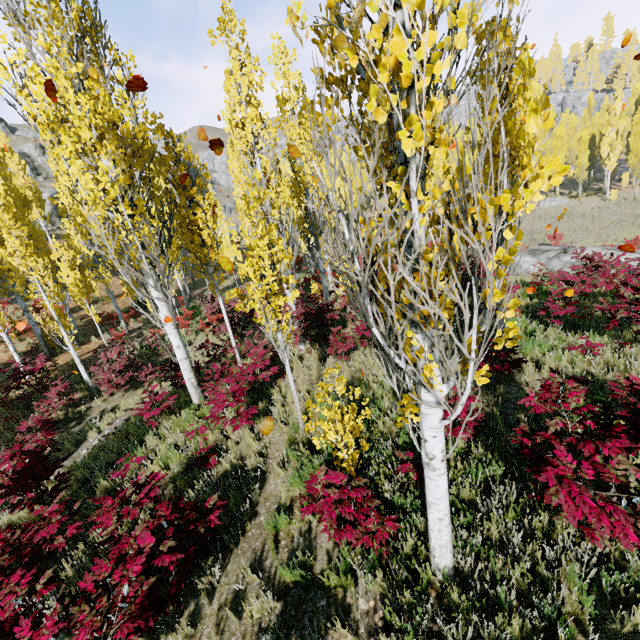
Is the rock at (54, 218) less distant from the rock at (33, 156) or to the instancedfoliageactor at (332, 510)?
the instancedfoliageactor at (332, 510)

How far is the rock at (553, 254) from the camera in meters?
14.8

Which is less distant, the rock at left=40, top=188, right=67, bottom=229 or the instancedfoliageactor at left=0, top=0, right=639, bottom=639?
the instancedfoliageactor at left=0, top=0, right=639, bottom=639

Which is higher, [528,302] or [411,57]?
[411,57]

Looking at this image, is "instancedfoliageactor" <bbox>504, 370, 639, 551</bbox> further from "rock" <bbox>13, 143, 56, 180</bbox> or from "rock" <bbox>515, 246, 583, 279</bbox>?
"rock" <bbox>13, 143, 56, 180</bbox>

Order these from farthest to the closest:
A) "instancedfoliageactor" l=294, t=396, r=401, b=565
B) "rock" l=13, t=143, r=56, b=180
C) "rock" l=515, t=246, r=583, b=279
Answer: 1. "rock" l=13, t=143, r=56, b=180
2. "rock" l=515, t=246, r=583, b=279
3. "instancedfoliageactor" l=294, t=396, r=401, b=565

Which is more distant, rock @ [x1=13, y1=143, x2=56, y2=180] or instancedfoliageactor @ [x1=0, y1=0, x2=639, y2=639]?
rock @ [x1=13, y1=143, x2=56, y2=180]

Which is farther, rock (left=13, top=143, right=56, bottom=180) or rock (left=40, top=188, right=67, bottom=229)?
rock (left=13, top=143, right=56, bottom=180)
